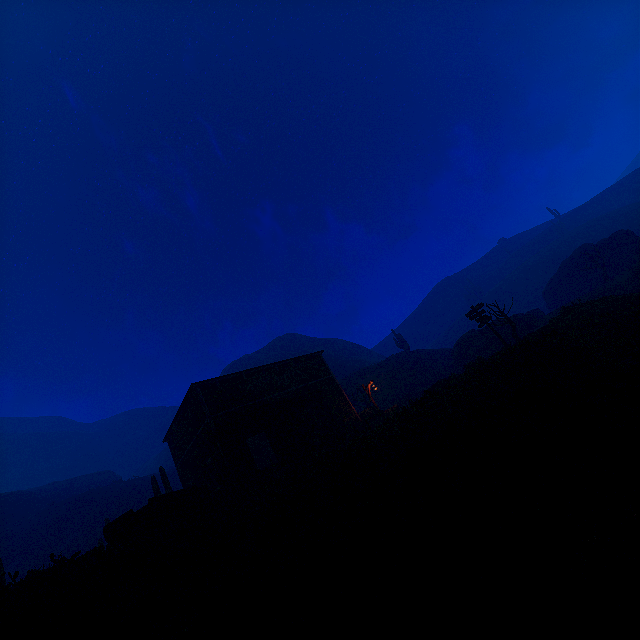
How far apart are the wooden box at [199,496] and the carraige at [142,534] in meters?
0.0 m

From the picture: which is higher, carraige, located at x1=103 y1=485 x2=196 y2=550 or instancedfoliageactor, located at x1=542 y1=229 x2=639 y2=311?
instancedfoliageactor, located at x1=542 y1=229 x2=639 y2=311

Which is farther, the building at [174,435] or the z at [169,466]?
the z at [169,466]

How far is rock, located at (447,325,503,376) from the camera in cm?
3084

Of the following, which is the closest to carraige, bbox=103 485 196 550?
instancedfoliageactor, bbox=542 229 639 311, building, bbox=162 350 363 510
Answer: building, bbox=162 350 363 510

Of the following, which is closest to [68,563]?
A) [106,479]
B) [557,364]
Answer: [557,364]

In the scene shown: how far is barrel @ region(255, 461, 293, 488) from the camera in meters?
12.2 m

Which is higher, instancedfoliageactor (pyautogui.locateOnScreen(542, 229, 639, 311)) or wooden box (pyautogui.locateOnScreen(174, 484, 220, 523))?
instancedfoliageactor (pyautogui.locateOnScreen(542, 229, 639, 311))
